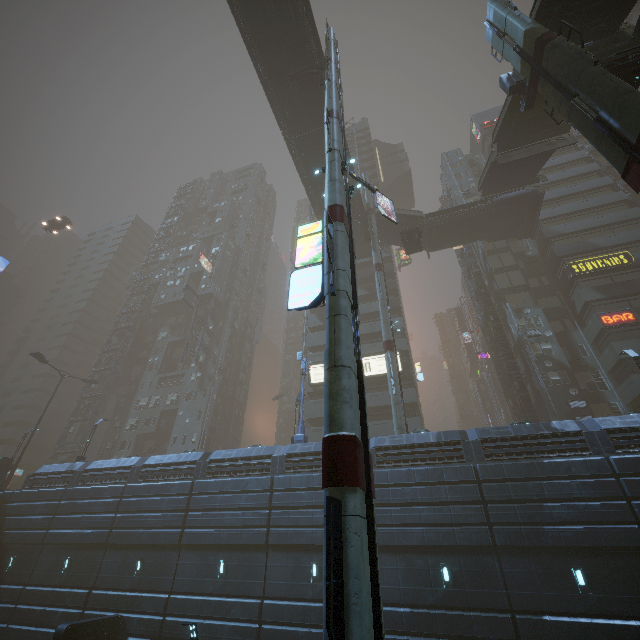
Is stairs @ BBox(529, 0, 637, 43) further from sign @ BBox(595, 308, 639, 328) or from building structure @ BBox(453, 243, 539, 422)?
sign @ BBox(595, 308, 639, 328)

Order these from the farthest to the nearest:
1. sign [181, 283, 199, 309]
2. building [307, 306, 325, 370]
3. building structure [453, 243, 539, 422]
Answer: sign [181, 283, 199, 309], building [307, 306, 325, 370], building structure [453, 243, 539, 422]

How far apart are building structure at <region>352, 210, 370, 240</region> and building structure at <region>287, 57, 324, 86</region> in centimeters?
1471cm

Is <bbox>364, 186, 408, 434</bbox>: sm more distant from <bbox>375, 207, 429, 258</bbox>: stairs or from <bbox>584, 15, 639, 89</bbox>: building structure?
<bbox>584, 15, 639, 89</bbox>: building structure

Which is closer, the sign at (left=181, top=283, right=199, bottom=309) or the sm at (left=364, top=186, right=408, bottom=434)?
the sm at (left=364, top=186, right=408, bottom=434)

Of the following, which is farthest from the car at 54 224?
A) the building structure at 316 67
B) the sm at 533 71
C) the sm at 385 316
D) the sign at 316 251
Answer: the sign at 316 251

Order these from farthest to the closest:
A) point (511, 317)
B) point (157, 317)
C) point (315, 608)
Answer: point (157, 317)
point (511, 317)
point (315, 608)

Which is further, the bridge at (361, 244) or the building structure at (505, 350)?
the bridge at (361, 244)
